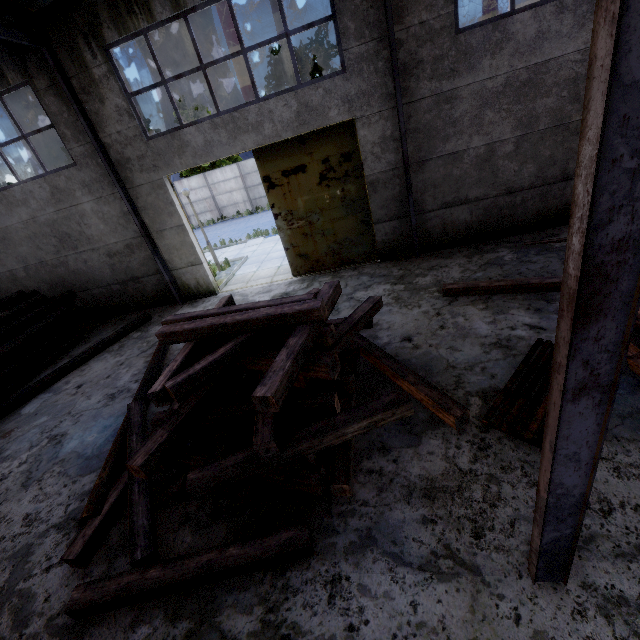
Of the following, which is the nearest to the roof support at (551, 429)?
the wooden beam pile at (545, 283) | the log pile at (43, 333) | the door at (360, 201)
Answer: the door at (360, 201)

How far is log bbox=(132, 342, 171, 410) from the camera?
6.3 meters

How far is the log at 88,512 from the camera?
4.2 meters

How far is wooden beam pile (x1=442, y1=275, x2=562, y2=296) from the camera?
6.2m

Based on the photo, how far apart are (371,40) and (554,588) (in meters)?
9.64

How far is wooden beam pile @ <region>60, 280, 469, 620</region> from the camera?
3.38m

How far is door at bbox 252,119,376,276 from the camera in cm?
855
